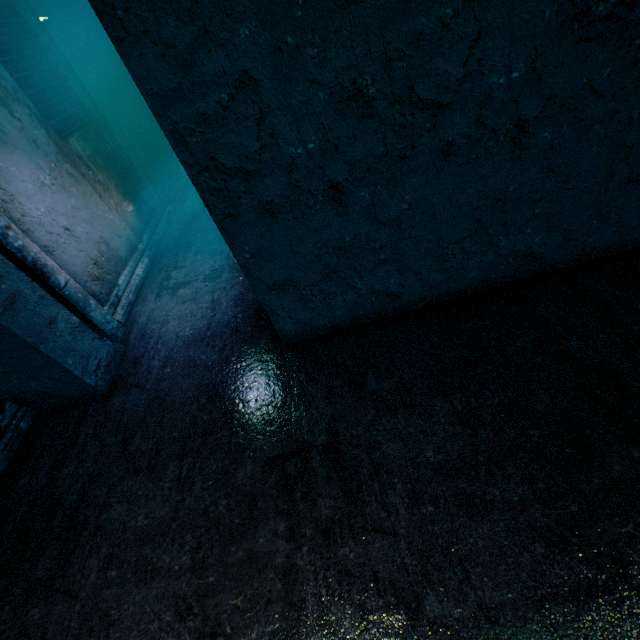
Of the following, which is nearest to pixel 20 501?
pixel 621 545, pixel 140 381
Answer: pixel 140 381
